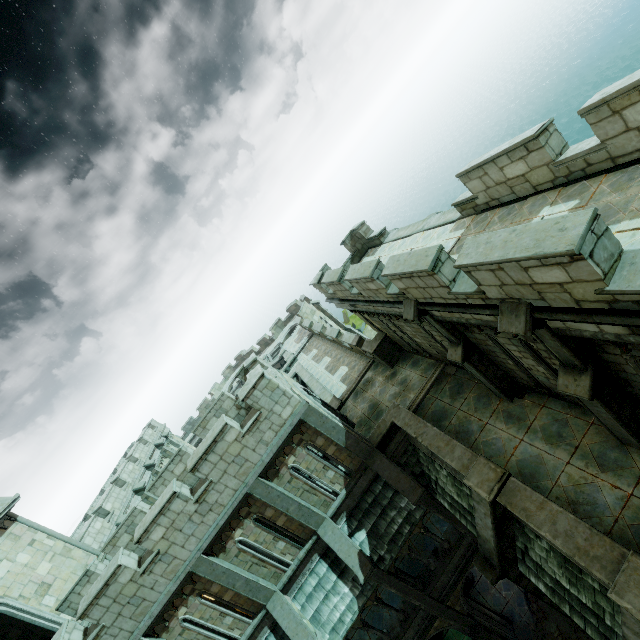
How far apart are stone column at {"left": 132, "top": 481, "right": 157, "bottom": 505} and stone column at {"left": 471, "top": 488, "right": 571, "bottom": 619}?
20.28m

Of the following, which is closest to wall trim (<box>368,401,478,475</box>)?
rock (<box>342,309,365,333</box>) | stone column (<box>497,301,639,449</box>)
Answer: stone column (<box>497,301,639,449</box>)

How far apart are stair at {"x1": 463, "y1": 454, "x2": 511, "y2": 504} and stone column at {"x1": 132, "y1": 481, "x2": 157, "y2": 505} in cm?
2146

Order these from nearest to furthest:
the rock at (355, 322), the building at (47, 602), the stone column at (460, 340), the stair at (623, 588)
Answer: the stair at (623, 588), the stone column at (460, 340), the building at (47, 602), the rock at (355, 322)

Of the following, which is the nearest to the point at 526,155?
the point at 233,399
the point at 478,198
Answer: the point at 478,198

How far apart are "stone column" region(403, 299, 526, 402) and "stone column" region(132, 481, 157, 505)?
22.1m

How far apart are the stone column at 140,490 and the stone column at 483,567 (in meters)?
20.28

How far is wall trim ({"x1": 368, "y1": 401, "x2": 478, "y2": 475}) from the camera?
9.5 meters
